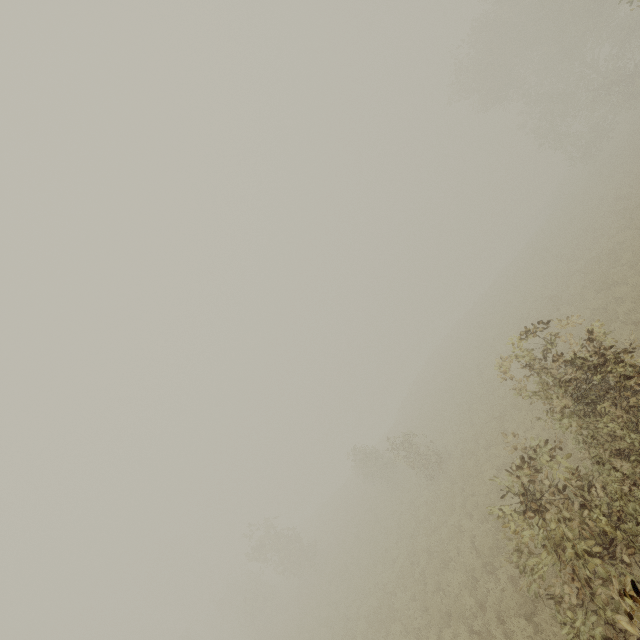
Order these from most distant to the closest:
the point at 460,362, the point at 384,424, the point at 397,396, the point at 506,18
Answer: the point at 397,396 < the point at 384,424 < the point at 506,18 < the point at 460,362
